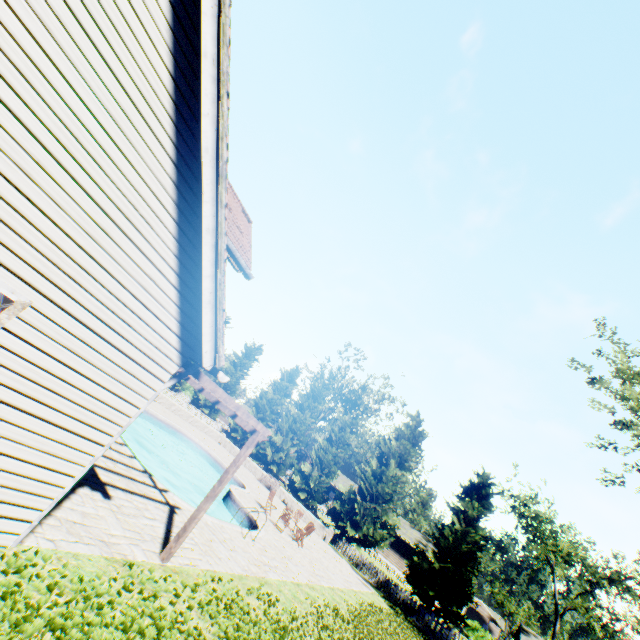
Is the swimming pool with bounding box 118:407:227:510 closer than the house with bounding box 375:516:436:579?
Yes

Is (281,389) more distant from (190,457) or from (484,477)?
(484,477)

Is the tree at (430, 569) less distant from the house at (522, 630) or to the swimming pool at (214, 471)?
the house at (522, 630)

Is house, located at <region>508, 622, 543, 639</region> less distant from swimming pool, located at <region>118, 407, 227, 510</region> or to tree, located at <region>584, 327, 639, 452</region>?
tree, located at <region>584, 327, 639, 452</region>

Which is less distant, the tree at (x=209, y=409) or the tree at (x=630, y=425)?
the tree at (x=630, y=425)

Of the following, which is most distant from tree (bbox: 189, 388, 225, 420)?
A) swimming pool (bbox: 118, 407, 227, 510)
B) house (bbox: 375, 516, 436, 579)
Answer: swimming pool (bbox: 118, 407, 227, 510)

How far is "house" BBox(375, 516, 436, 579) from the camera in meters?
41.2 m

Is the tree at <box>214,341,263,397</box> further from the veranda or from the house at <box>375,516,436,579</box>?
the veranda
